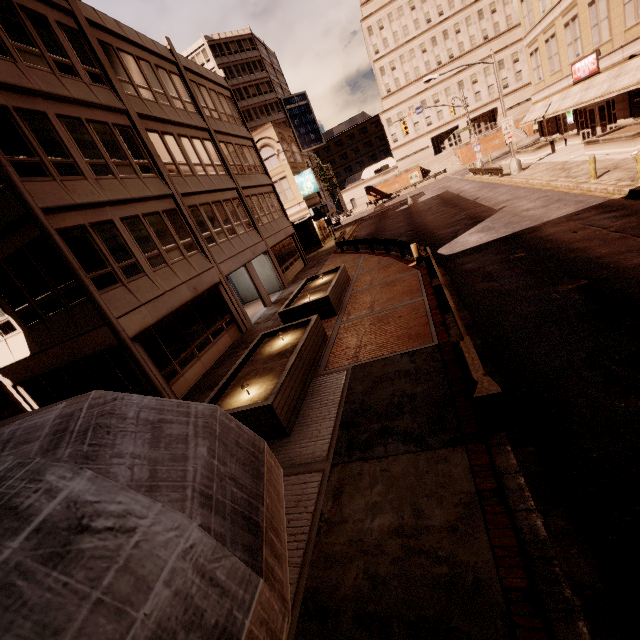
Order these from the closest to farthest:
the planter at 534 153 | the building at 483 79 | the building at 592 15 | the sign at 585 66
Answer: the building at 592 15 → the sign at 585 66 → the planter at 534 153 → the building at 483 79

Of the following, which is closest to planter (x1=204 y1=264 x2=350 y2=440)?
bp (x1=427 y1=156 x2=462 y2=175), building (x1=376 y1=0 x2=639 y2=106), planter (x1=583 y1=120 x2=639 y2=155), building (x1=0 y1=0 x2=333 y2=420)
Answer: building (x1=0 y1=0 x2=333 y2=420)

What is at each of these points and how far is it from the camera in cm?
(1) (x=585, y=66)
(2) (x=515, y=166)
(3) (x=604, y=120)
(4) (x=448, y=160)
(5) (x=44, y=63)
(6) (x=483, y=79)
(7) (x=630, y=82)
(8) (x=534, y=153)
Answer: (1) sign, 2331
(2) street light, 2686
(3) building, 2370
(4) bp, 5928
(5) building, 1127
(6) building, 5975
(7) awning, 1800
(8) planter, 2981

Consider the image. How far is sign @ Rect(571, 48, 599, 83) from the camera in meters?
22.0

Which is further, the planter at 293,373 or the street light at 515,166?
the street light at 515,166

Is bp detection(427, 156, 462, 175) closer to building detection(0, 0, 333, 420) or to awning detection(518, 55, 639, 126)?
awning detection(518, 55, 639, 126)

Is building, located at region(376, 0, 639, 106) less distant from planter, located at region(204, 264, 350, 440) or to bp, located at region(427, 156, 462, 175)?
bp, located at region(427, 156, 462, 175)

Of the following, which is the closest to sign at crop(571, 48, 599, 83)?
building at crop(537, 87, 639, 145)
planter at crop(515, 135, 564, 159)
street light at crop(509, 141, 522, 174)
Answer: building at crop(537, 87, 639, 145)
